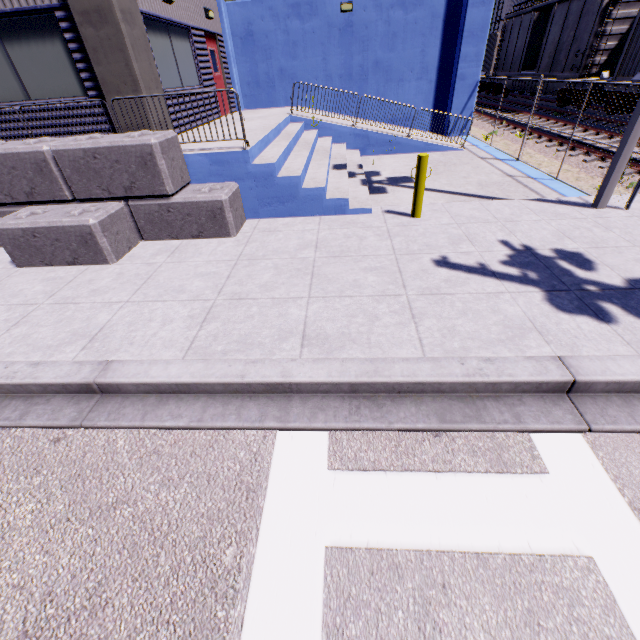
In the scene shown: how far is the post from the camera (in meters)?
6.03

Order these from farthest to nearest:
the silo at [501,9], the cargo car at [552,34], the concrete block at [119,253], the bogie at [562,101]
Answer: the silo at [501,9], the bogie at [562,101], the cargo car at [552,34], the concrete block at [119,253]

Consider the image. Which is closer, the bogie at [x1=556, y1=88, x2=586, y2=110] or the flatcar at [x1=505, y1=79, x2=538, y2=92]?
the bogie at [x1=556, y1=88, x2=586, y2=110]

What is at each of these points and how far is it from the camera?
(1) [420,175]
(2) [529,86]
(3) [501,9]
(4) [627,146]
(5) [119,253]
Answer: (1) post, 6.2m
(2) flatcar, 19.9m
(3) silo, 33.6m
(4) light, 5.8m
(5) concrete block, 6.0m

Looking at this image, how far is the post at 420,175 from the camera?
6.03m

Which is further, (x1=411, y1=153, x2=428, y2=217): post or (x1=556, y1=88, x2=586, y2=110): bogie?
Result: (x1=556, y1=88, x2=586, y2=110): bogie

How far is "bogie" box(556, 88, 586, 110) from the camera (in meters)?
15.63

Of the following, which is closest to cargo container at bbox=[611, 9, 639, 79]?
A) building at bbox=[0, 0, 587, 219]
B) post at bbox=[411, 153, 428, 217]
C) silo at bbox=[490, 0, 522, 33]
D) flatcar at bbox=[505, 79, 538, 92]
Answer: building at bbox=[0, 0, 587, 219]
